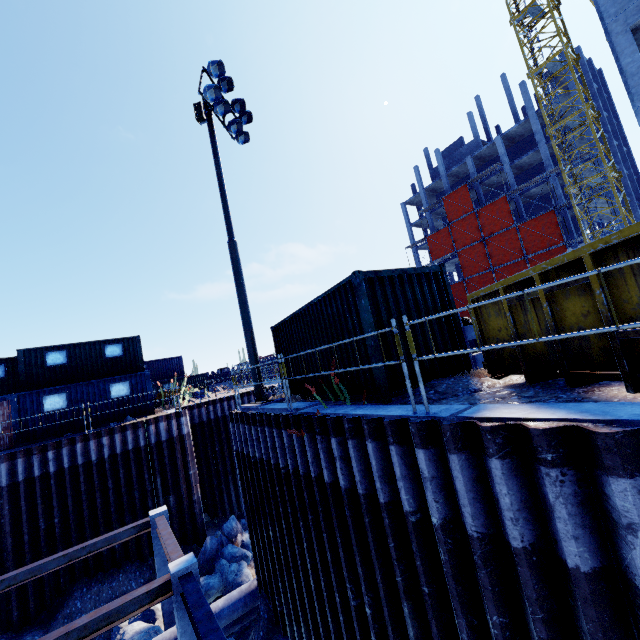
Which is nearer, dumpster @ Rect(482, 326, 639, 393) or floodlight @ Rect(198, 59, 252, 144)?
dumpster @ Rect(482, 326, 639, 393)

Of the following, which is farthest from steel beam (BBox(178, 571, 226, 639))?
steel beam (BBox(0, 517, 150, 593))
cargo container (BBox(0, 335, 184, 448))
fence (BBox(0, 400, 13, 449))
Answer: fence (BBox(0, 400, 13, 449))

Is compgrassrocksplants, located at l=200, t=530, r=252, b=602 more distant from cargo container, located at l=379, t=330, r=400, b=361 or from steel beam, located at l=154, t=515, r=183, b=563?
cargo container, located at l=379, t=330, r=400, b=361

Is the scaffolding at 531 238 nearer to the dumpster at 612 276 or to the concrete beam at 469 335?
the concrete beam at 469 335

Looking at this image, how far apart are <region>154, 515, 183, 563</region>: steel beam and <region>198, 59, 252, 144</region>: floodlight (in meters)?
14.51

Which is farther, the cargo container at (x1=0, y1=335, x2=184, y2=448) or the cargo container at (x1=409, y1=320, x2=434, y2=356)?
the cargo container at (x1=0, y1=335, x2=184, y2=448)

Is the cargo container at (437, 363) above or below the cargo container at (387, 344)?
below

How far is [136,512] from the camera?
15.34m
